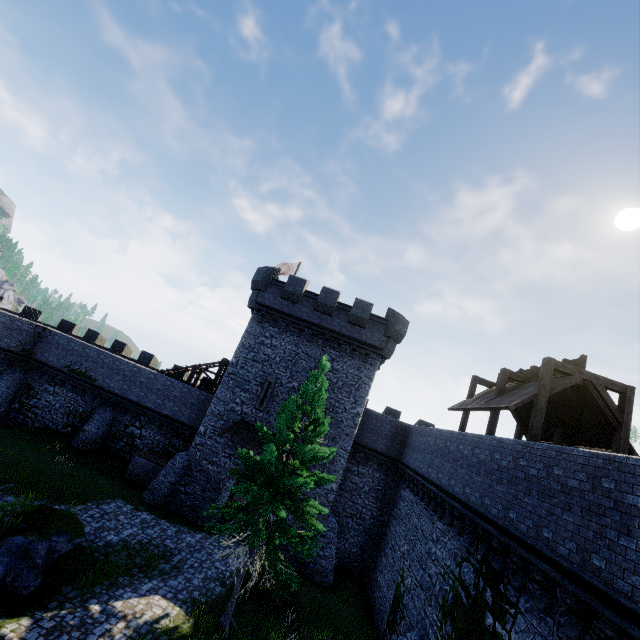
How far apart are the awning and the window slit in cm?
74

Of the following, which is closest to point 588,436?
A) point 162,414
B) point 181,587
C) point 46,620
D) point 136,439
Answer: point 181,587

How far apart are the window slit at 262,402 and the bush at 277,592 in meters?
8.2

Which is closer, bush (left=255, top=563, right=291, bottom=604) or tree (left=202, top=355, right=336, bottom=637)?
tree (left=202, top=355, right=336, bottom=637)

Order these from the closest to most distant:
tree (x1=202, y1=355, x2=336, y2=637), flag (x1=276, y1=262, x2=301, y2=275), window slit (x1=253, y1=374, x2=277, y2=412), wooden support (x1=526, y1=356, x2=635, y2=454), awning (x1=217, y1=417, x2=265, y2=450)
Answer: wooden support (x1=526, y1=356, x2=635, y2=454)
tree (x1=202, y1=355, x2=336, y2=637)
awning (x1=217, y1=417, x2=265, y2=450)
window slit (x1=253, y1=374, x2=277, y2=412)
flag (x1=276, y1=262, x2=301, y2=275)

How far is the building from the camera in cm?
2088

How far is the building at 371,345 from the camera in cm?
2088

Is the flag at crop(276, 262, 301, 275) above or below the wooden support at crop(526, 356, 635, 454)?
above
